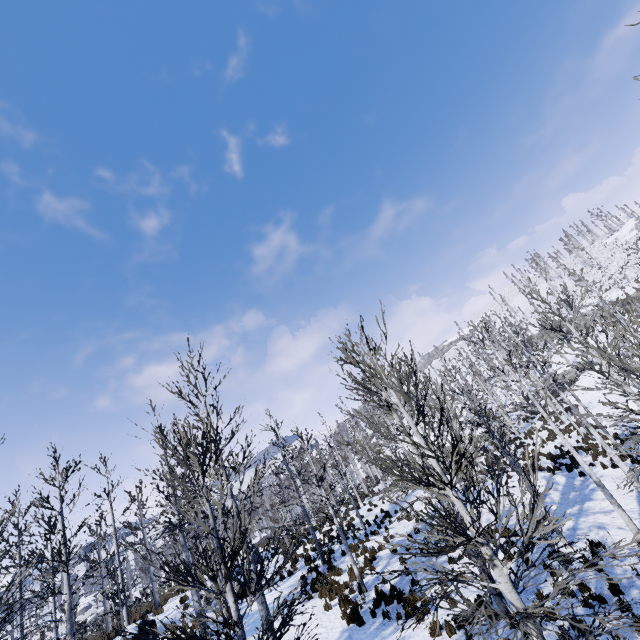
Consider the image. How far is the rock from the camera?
24.5 meters

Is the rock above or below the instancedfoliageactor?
below

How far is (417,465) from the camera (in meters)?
5.96

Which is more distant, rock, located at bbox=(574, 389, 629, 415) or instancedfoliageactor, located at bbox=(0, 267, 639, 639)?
rock, located at bbox=(574, 389, 629, 415)

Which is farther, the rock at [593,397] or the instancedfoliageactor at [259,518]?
the rock at [593,397]

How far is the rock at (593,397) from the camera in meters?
24.5
